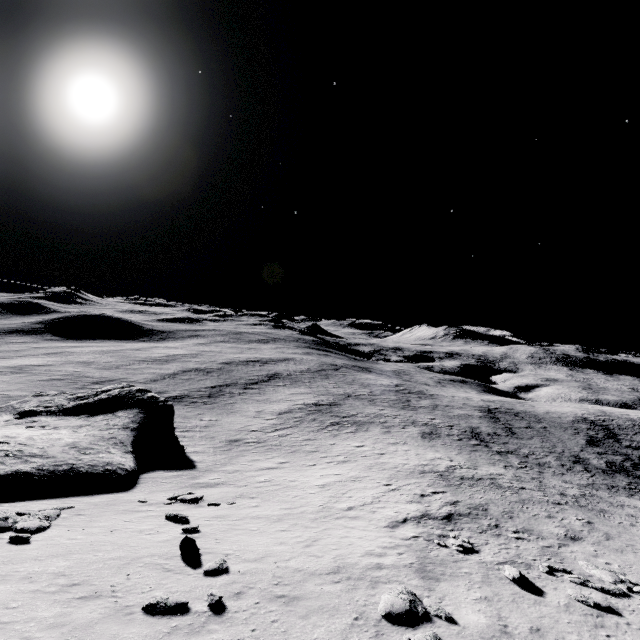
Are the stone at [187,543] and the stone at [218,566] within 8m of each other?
yes

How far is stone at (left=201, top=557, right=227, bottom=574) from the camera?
10.57m

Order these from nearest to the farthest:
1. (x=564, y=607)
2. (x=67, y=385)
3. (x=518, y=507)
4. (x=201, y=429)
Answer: (x=564, y=607), (x=518, y=507), (x=201, y=429), (x=67, y=385)

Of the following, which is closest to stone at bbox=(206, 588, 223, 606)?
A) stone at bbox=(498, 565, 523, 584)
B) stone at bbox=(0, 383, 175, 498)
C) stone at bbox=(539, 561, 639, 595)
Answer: stone at bbox=(0, 383, 175, 498)

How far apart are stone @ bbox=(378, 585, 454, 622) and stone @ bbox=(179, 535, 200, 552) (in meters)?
6.70

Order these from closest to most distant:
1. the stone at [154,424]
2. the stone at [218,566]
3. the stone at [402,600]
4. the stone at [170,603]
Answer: the stone at [170,603], the stone at [402,600], the stone at [218,566], the stone at [154,424]

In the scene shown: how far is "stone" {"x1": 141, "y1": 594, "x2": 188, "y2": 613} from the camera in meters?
8.4 m

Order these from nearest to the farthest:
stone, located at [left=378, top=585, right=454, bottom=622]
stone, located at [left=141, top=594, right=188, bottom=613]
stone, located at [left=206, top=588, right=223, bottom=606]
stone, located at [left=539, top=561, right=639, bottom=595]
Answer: stone, located at [left=141, top=594, right=188, bottom=613], stone, located at [left=206, top=588, right=223, bottom=606], stone, located at [left=378, top=585, right=454, bottom=622], stone, located at [left=539, top=561, right=639, bottom=595]
